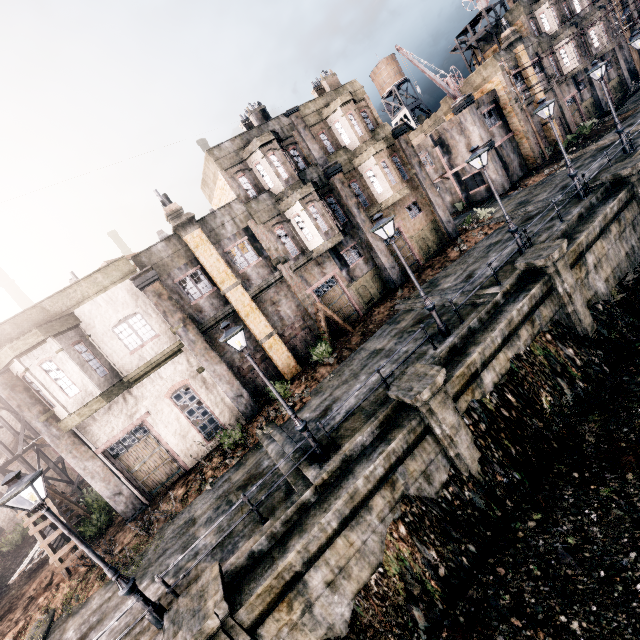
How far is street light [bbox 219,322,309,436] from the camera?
9.94m

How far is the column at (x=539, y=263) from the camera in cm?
1370

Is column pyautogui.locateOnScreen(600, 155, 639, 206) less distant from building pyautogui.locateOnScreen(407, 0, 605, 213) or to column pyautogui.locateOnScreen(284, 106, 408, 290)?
column pyautogui.locateOnScreen(284, 106, 408, 290)

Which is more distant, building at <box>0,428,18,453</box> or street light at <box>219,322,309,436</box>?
building at <box>0,428,18,453</box>

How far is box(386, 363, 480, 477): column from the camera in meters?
10.7 m

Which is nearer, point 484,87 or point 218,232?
point 218,232

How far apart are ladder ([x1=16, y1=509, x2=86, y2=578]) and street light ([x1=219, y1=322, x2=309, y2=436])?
12.4 meters

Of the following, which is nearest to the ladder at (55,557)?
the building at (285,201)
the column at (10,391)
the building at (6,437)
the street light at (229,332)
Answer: the column at (10,391)
